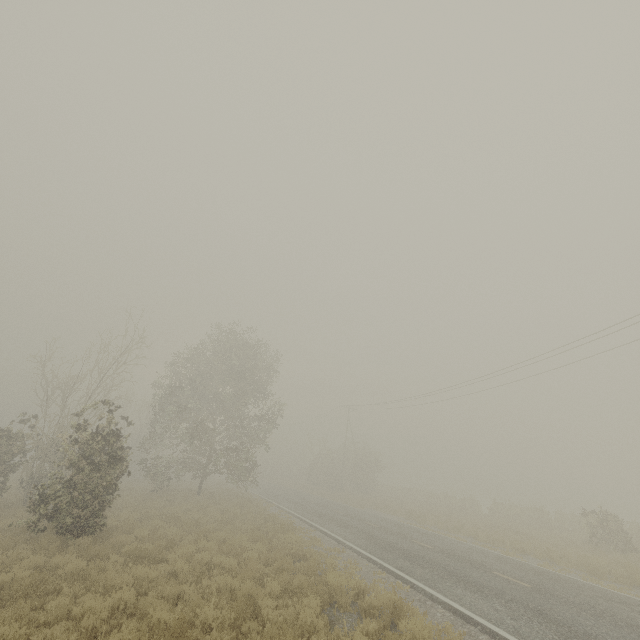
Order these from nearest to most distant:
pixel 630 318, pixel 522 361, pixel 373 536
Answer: pixel 373 536 < pixel 630 318 < pixel 522 361
